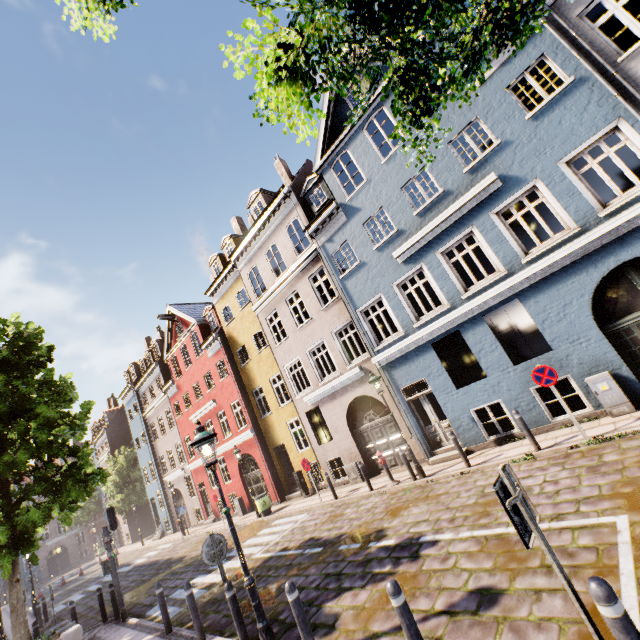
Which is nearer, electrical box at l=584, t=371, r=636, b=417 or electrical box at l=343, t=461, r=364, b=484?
electrical box at l=584, t=371, r=636, b=417

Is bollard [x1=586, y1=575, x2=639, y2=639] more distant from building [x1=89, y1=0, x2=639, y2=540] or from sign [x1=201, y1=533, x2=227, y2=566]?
building [x1=89, y1=0, x2=639, y2=540]

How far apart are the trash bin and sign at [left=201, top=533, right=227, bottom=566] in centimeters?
1119cm

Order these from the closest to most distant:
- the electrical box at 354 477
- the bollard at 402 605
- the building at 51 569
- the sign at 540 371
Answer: the bollard at 402 605 → the sign at 540 371 → the electrical box at 354 477 → the building at 51 569

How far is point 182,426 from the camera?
25.5m

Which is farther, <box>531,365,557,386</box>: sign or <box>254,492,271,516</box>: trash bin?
<box>254,492,271,516</box>: trash bin

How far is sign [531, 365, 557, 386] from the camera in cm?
796

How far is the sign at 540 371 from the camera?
8.0m
